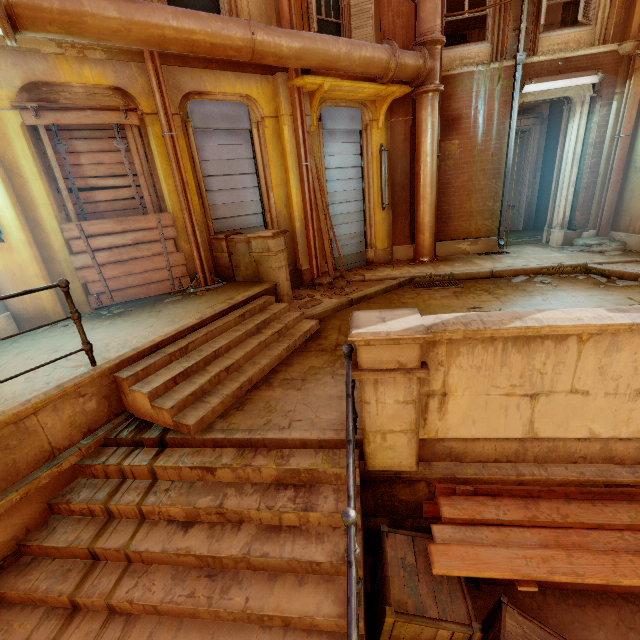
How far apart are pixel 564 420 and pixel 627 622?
2.12m

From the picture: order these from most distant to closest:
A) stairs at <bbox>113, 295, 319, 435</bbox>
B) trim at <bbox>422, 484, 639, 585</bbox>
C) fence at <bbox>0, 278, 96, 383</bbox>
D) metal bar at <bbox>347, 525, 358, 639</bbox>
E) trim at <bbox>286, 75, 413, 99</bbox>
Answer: trim at <bbox>286, 75, 413, 99</bbox>, stairs at <bbox>113, 295, 319, 435</bbox>, fence at <bbox>0, 278, 96, 383</bbox>, trim at <bbox>422, 484, 639, 585</bbox>, metal bar at <bbox>347, 525, 358, 639</bbox>

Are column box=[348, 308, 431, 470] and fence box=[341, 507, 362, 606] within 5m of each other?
yes

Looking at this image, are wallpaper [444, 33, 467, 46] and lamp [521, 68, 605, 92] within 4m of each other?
no

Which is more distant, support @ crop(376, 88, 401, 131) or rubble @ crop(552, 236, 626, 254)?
rubble @ crop(552, 236, 626, 254)

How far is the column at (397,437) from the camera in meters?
2.6

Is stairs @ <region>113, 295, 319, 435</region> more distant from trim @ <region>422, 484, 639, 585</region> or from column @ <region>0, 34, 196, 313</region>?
trim @ <region>422, 484, 639, 585</region>

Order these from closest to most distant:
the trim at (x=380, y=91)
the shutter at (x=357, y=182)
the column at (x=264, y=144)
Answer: the column at (x=264, y=144) → the trim at (x=380, y=91) → the shutter at (x=357, y=182)
